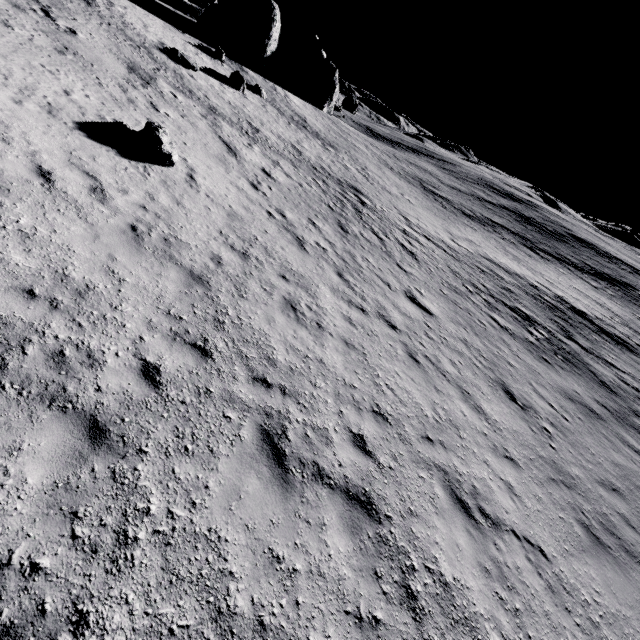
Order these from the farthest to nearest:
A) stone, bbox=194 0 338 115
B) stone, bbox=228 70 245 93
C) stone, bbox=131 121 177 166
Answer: stone, bbox=194 0 338 115, stone, bbox=228 70 245 93, stone, bbox=131 121 177 166

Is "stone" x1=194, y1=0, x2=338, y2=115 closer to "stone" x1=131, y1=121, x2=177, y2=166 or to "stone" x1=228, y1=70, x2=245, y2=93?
"stone" x1=228, y1=70, x2=245, y2=93

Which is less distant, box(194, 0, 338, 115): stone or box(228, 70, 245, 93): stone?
box(228, 70, 245, 93): stone

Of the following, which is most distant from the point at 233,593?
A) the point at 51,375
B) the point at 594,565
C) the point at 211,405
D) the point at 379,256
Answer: the point at 379,256

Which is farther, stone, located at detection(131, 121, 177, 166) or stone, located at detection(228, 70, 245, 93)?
stone, located at detection(228, 70, 245, 93)

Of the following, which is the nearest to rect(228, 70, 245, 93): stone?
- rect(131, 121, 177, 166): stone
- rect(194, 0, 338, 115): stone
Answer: rect(194, 0, 338, 115): stone

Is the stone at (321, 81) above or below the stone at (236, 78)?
above

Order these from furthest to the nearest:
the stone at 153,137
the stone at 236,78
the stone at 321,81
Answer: the stone at 321,81 < the stone at 236,78 < the stone at 153,137
